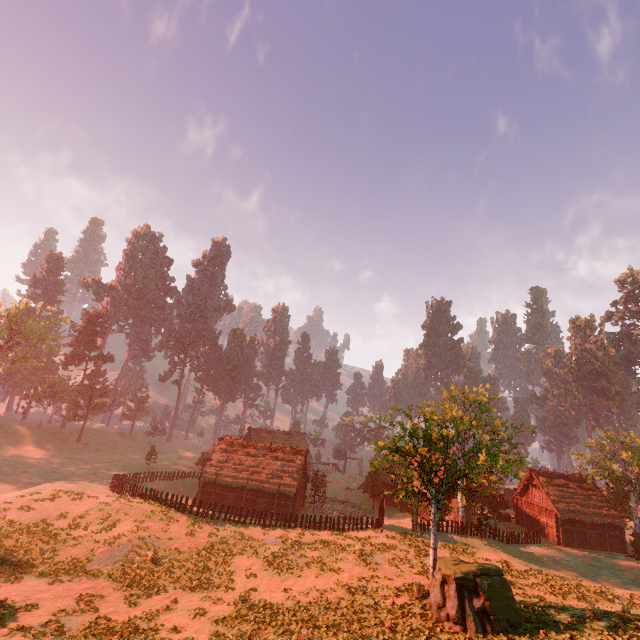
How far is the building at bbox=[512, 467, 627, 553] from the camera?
38.53m

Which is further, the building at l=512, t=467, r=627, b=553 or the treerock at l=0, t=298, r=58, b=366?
the treerock at l=0, t=298, r=58, b=366

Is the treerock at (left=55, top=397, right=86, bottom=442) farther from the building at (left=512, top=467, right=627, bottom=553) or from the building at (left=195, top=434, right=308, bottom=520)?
the building at (left=512, top=467, right=627, bottom=553)

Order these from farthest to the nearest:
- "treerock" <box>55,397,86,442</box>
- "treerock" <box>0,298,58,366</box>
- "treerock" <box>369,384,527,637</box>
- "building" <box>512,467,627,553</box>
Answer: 1. "treerock" <box>55,397,86,442</box>
2. "treerock" <box>0,298,58,366</box>
3. "building" <box>512,467,627,553</box>
4. "treerock" <box>369,384,527,637</box>

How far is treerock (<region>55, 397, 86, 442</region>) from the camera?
57.0 meters

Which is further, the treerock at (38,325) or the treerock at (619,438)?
the treerock at (38,325)

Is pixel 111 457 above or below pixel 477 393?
below

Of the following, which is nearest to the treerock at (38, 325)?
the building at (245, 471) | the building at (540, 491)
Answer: the building at (245, 471)
